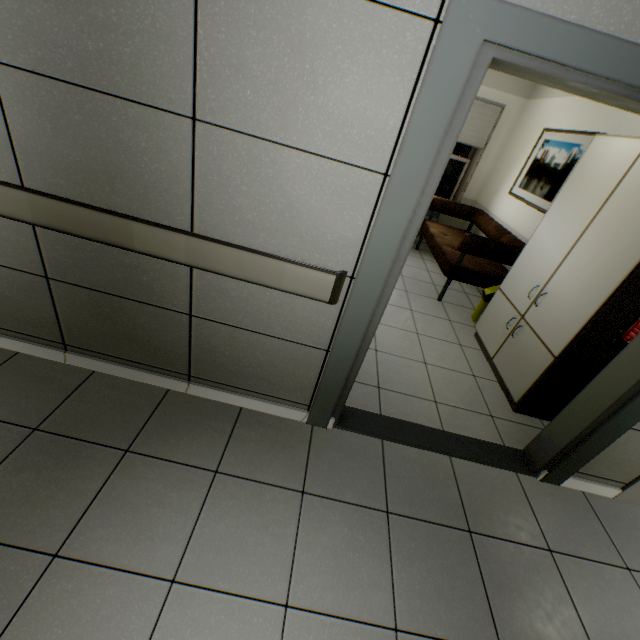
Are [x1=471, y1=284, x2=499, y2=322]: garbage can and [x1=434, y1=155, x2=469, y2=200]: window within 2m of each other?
no

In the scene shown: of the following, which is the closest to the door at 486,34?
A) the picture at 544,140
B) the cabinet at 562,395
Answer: the cabinet at 562,395

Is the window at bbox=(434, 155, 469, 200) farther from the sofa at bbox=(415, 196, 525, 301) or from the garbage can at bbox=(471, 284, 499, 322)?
the garbage can at bbox=(471, 284, 499, 322)

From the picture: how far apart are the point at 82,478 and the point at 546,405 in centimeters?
331cm

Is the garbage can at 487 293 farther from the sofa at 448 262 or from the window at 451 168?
the window at 451 168

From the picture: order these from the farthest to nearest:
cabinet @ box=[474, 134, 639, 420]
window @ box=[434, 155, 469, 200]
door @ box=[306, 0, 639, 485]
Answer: window @ box=[434, 155, 469, 200]
cabinet @ box=[474, 134, 639, 420]
door @ box=[306, 0, 639, 485]

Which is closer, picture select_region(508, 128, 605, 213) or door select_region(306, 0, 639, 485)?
door select_region(306, 0, 639, 485)

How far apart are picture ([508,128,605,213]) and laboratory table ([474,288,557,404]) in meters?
1.3 m
